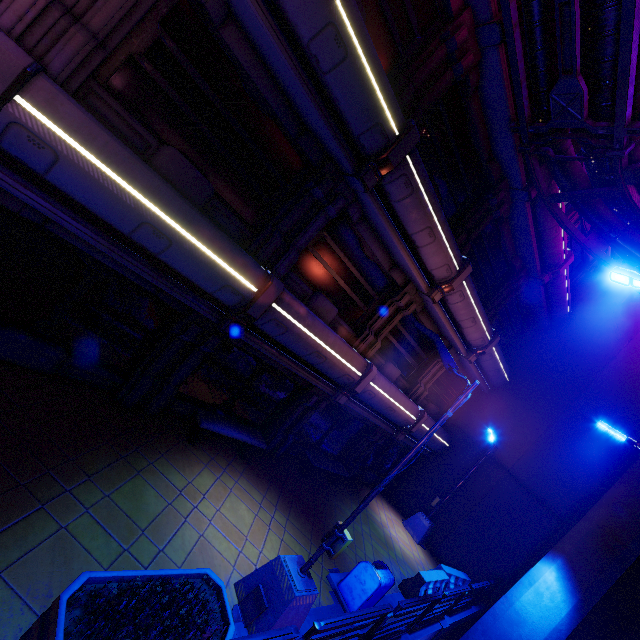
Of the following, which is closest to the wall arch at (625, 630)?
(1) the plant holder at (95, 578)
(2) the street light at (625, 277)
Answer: (2) the street light at (625, 277)

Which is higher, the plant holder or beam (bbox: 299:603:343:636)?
the plant holder

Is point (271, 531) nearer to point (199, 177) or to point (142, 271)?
point (142, 271)

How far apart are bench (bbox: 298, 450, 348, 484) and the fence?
3.7 meters

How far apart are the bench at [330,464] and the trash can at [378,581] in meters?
3.4 m

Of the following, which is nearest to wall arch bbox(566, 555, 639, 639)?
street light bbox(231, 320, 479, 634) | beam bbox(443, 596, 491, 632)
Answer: beam bbox(443, 596, 491, 632)

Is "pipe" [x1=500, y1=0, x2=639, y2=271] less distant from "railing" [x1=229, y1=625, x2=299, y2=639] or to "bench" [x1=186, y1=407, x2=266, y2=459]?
"railing" [x1=229, y1=625, x2=299, y2=639]

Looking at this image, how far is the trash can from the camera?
7.5 meters
